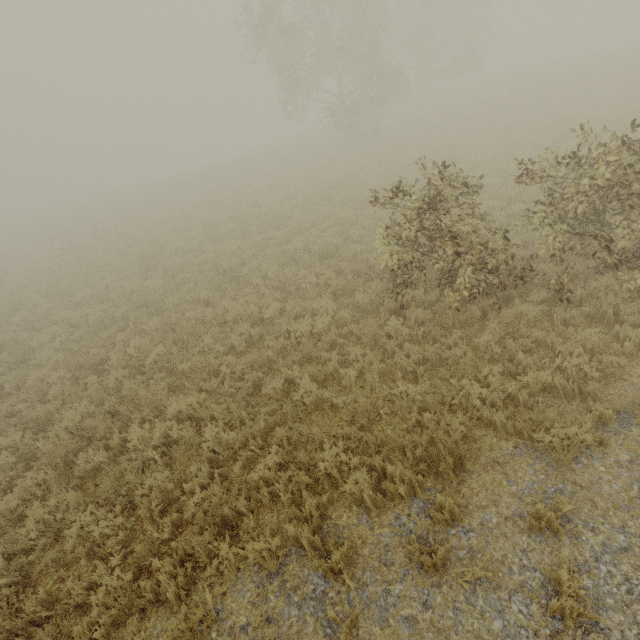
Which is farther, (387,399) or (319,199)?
(319,199)

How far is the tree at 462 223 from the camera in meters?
6.0

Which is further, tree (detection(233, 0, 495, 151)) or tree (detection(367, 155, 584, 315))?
tree (detection(233, 0, 495, 151))

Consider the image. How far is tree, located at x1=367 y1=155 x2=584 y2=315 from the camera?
6.0m

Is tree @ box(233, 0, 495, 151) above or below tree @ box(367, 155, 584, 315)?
above

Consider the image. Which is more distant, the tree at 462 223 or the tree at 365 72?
the tree at 365 72
